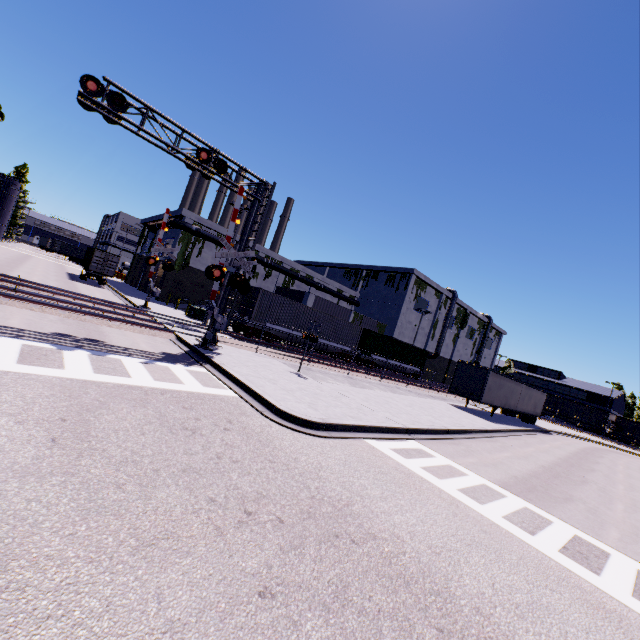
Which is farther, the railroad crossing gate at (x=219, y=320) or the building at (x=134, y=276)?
the building at (x=134, y=276)

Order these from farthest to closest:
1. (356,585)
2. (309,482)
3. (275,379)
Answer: (275,379)
(309,482)
(356,585)

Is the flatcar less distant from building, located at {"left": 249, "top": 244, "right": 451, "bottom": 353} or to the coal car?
building, located at {"left": 249, "top": 244, "right": 451, "bottom": 353}

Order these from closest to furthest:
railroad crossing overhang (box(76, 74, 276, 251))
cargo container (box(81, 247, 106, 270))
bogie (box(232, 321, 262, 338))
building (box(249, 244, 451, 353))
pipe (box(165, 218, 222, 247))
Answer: railroad crossing overhang (box(76, 74, 276, 251)) < bogie (box(232, 321, 262, 338)) < cargo container (box(81, 247, 106, 270)) < pipe (box(165, 218, 222, 247)) < building (box(249, 244, 451, 353))

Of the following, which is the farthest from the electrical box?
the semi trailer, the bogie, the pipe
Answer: the semi trailer

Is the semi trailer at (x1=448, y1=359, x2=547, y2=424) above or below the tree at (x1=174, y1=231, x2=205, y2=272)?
below

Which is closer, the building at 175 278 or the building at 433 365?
the building at 175 278

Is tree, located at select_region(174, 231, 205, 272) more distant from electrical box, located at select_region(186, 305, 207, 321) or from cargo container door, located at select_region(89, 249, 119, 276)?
electrical box, located at select_region(186, 305, 207, 321)
